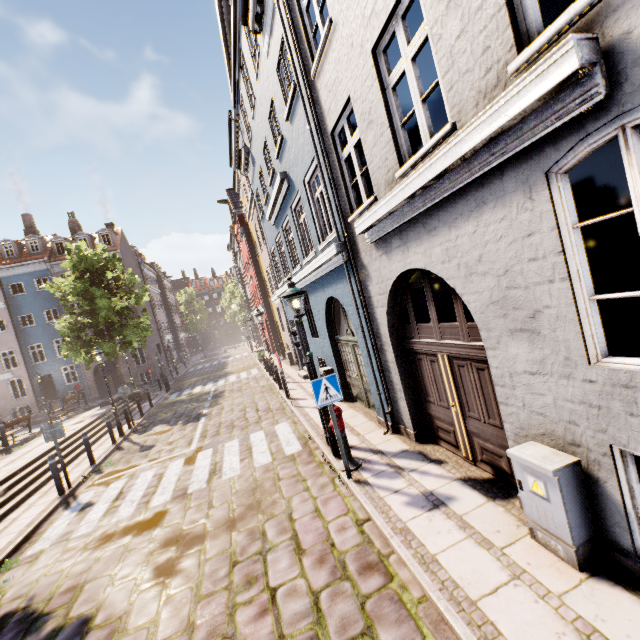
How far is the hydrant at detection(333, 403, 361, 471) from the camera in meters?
6.1 m

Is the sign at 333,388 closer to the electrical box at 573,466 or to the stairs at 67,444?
the electrical box at 573,466

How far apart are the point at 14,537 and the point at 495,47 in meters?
11.7 m

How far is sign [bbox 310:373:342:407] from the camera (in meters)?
5.63

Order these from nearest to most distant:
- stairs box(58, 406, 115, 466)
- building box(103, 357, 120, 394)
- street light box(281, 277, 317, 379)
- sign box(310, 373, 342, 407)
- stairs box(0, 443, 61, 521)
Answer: sign box(310, 373, 342, 407), street light box(281, 277, 317, 379), stairs box(0, 443, 61, 521), stairs box(58, 406, 115, 466), building box(103, 357, 120, 394)

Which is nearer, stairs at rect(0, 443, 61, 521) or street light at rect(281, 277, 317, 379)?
street light at rect(281, 277, 317, 379)

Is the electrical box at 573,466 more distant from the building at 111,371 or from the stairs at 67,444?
the stairs at 67,444

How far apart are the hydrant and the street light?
1.90m
